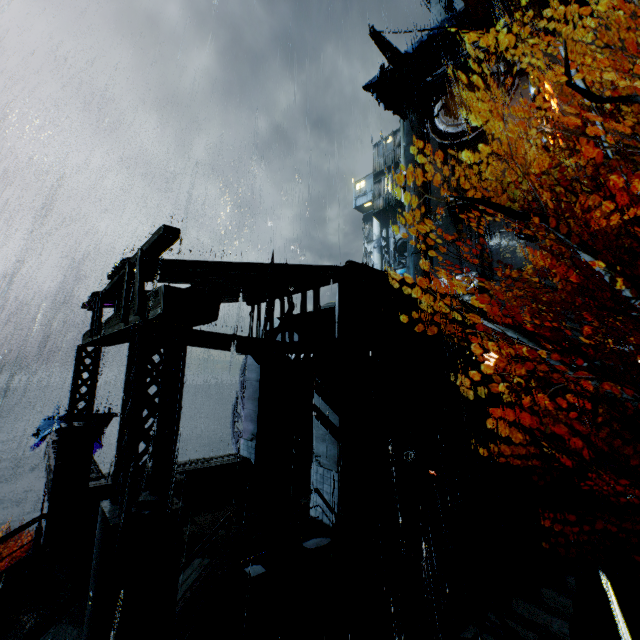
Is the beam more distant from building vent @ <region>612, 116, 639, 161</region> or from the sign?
building vent @ <region>612, 116, 639, 161</region>

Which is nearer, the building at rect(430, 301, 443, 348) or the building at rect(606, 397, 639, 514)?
the building at rect(430, 301, 443, 348)

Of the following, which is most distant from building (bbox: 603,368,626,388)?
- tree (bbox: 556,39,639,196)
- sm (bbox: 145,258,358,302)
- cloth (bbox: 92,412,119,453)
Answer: cloth (bbox: 92,412,119,453)

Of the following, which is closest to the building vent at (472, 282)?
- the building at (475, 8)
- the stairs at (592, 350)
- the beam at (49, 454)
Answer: the building at (475, 8)

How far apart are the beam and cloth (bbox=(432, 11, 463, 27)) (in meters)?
39.85

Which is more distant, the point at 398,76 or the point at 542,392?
the point at 398,76

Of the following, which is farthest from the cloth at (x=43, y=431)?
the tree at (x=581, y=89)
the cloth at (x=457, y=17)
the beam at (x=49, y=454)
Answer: the cloth at (x=457, y=17)

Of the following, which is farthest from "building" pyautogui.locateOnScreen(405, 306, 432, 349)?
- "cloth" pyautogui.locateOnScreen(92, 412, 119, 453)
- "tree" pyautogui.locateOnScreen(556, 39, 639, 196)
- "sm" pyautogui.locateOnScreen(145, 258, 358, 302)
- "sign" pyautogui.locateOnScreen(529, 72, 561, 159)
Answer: "cloth" pyautogui.locateOnScreen(92, 412, 119, 453)
